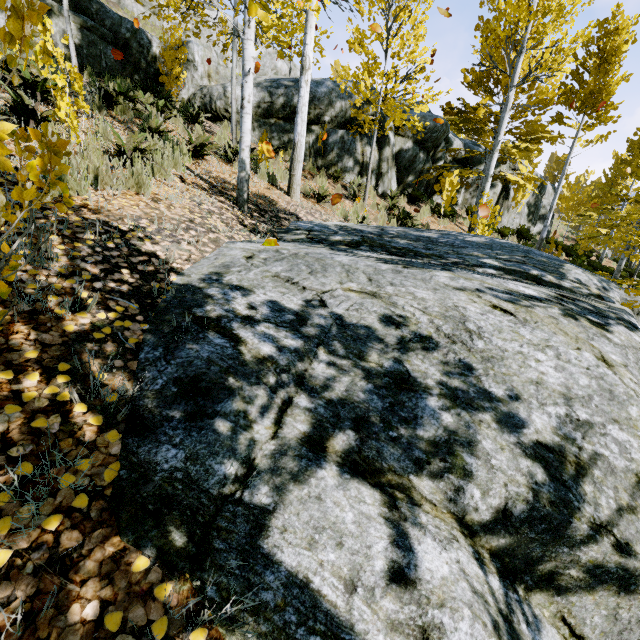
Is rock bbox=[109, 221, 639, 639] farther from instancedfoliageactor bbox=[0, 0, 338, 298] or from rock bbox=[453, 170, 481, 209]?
rock bbox=[453, 170, 481, 209]

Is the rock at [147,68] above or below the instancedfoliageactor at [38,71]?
above

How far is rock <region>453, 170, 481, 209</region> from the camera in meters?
15.4

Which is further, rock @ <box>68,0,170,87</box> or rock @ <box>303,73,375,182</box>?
rock @ <box>303,73,375,182</box>

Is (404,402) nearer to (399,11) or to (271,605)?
(271,605)

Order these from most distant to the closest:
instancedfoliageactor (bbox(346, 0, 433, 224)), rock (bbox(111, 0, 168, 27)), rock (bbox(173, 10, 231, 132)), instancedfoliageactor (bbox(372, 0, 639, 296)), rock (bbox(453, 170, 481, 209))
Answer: rock (bbox(111, 0, 168, 27)), rock (bbox(453, 170, 481, 209)), rock (bbox(173, 10, 231, 132)), instancedfoliageactor (bbox(372, 0, 639, 296)), instancedfoliageactor (bbox(346, 0, 433, 224))

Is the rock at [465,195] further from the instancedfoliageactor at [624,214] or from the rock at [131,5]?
the rock at [131,5]
